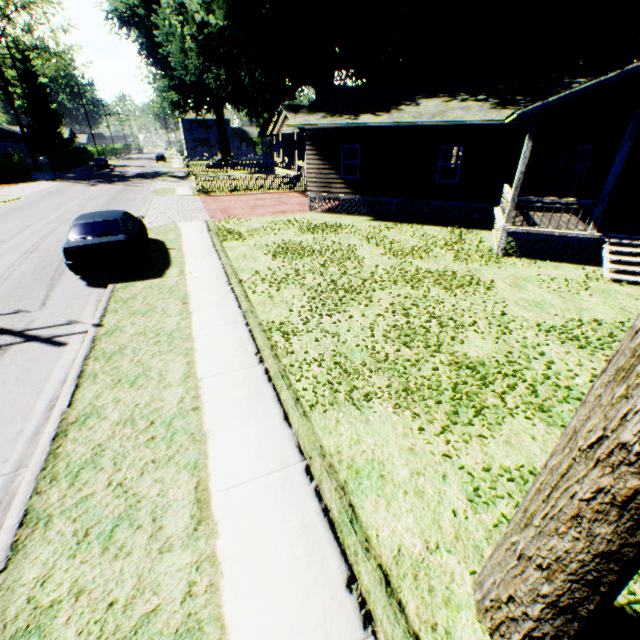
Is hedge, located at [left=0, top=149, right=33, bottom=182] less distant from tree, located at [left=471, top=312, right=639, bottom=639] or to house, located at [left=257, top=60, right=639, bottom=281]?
house, located at [left=257, top=60, right=639, bottom=281]

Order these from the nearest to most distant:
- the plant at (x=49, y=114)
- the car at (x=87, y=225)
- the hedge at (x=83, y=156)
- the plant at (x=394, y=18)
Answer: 1. the car at (x=87, y=225)
2. the plant at (x=394, y=18)
3. the hedge at (x=83, y=156)
4. the plant at (x=49, y=114)

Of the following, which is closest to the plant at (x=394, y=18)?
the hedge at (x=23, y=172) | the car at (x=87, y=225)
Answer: the car at (x=87, y=225)

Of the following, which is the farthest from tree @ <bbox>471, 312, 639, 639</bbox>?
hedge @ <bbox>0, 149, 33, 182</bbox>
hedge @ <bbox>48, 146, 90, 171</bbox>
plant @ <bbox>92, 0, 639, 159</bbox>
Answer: hedge @ <bbox>48, 146, 90, 171</bbox>

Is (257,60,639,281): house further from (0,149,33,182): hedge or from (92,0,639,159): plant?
(0,149,33,182): hedge

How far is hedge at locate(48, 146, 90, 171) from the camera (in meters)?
45.25

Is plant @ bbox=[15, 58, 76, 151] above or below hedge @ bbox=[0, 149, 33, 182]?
above

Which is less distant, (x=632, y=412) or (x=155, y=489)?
(x=632, y=412)
